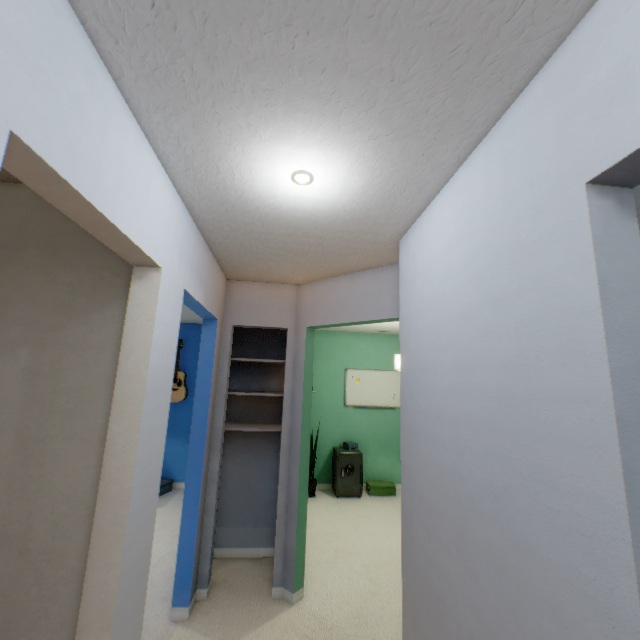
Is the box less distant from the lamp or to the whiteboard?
the whiteboard

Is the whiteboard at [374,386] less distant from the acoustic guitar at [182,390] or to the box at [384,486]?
the box at [384,486]

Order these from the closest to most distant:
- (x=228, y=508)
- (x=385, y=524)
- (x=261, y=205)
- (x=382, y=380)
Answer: (x=261, y=205), (x=228, y=508), (x=385, y=524), (x=382, y=380)

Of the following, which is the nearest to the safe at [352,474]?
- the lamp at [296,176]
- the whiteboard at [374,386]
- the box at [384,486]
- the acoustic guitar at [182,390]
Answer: the box at [384,486]

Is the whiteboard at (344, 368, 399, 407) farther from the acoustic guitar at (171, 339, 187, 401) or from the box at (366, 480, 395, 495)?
the acoustic guitar at (171, 339, 187, 401)

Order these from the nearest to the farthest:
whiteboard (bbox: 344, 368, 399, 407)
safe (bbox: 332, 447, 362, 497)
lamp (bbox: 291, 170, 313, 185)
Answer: lamp (bbox: 291, 170, 313, 185)
safe (bbox: 332, 447, 362, 497)
whiteboard (bbox: 344, 368, 399, 407)

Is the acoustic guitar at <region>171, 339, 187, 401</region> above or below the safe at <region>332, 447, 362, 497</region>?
above

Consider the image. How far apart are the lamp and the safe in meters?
4.2 m
